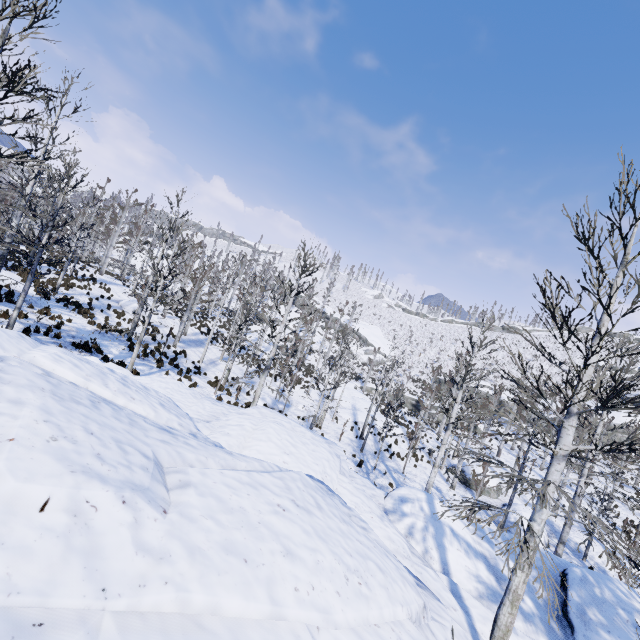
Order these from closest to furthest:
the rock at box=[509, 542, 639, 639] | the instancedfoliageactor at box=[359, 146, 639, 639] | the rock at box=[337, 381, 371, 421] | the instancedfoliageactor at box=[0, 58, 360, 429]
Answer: the instancedfoliageactor at box=[359, 146, 639, 639] → the rock at box=[509, 542, 639, 639] → the instancedfoliageactor at box=[0, 58, 360, 429] → the rock at box=[337, 381, 371, 421]

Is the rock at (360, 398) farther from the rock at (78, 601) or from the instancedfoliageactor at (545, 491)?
the rock at (78, 601)

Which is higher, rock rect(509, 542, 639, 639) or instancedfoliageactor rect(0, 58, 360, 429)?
instancedfoliageactor rect(0, 58, 360, 429)

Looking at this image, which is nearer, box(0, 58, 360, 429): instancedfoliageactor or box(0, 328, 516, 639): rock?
box(0, 328, 516, 639): rock

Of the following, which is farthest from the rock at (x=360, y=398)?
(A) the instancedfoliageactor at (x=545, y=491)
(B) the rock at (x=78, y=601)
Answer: (B) the rock at (x=78, y=601)

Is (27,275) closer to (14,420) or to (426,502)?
(14,420)

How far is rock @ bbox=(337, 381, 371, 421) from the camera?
30.24m

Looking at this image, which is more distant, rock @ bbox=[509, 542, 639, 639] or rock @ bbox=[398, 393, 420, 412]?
rock @ bbox=[398, 393, 420, 412]
